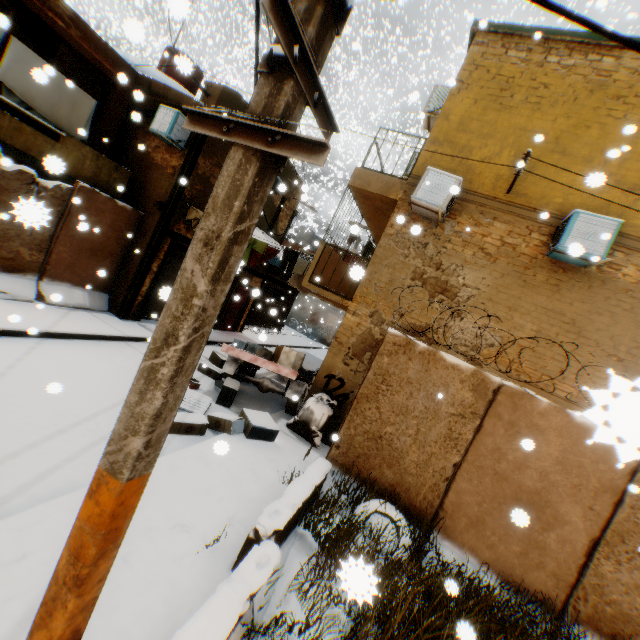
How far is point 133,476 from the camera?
1.4m

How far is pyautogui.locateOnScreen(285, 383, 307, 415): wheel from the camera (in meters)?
8.56

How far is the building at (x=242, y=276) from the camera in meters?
14.6

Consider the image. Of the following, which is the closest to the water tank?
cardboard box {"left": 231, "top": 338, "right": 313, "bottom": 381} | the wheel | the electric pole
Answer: cardboard box {"left": 231, "top": 338, "right": 313, "bottom": 381}

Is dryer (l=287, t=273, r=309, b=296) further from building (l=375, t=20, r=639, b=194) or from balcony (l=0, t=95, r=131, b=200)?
balcony (l=0, t=95, r=131, b=200)

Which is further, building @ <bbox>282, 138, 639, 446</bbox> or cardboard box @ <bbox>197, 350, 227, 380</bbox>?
cardboard box @ <bbox>197, 350, 227, 380</bbox>

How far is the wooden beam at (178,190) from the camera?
10.0m

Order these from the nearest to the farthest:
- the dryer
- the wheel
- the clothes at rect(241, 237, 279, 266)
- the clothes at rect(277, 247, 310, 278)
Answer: the wheel, the clothes at rect(277, 247, 310, 278), the clothes at rect(241, 237, 279, 266), the dryer
